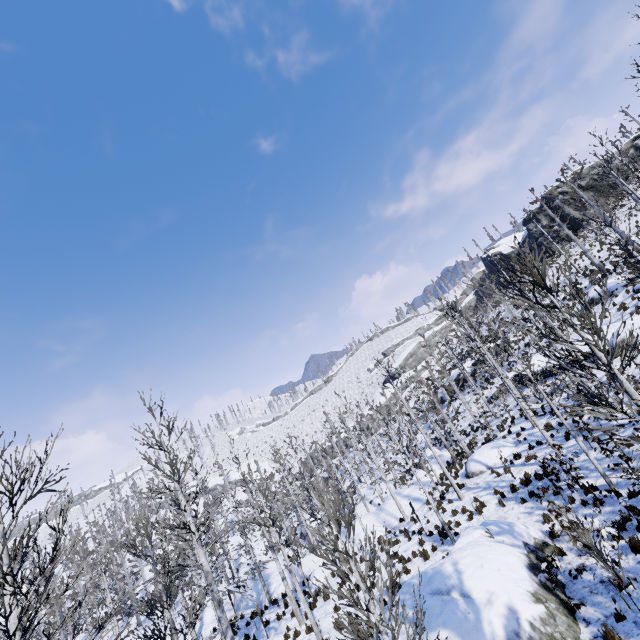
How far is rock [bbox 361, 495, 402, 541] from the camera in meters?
22.7 m

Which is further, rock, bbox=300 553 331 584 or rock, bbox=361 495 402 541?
rock, bbox=361 495 402 541

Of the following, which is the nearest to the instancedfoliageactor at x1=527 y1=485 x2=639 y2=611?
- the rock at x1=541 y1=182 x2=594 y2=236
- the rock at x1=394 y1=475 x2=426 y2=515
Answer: the rock at x1=394 y1=475 x2=426 y2=515

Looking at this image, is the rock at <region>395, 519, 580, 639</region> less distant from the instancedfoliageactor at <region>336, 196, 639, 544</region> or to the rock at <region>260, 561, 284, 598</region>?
the instancedfoliageactor at <region>336, 196, 639, 544</region>

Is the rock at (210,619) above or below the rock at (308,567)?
above

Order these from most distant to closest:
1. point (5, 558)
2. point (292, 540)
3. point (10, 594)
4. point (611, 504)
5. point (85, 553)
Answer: →
point (85, 553)
point (292, 540)
point (611, 504)
point (5, 558)
point (10, 594)

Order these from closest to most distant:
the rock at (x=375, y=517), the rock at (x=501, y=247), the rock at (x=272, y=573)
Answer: the rock at (x=272, y=573), the rock at (x=375, y=517), the rock at (x=501, y=247)
